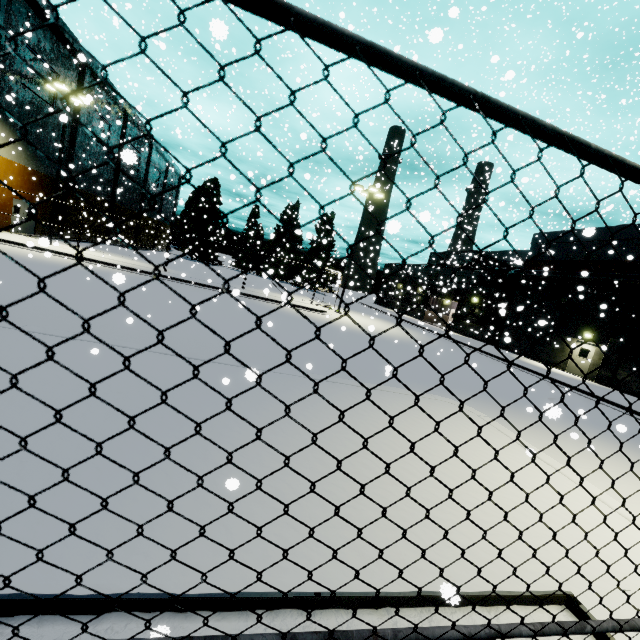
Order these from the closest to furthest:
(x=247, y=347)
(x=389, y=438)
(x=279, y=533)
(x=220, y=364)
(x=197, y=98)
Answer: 1. (x=279, y=533)
2. (x=389, y=438)
3. (x=220, y=364)
4. (x=247, y=347)
5. (x=197, y=98)

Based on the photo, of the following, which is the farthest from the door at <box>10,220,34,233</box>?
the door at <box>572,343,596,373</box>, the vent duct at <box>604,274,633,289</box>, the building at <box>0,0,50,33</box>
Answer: the vent duct at <box>604,274,633,289</box>

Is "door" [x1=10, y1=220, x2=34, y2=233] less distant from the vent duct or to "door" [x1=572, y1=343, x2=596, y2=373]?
"door" [x1=572, y1=343, x2=596, y2=373]

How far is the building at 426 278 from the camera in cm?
4003

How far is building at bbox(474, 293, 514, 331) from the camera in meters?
22.9

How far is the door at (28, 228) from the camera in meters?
24.4

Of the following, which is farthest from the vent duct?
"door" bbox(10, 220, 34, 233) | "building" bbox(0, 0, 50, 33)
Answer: "door" bbox(10, 220, 34, 233)

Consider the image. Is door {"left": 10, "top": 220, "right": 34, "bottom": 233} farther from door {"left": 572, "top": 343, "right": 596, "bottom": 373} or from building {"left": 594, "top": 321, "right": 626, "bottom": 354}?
door {"left": 572, "top": 343, "right": 596, "bottom": 373}
